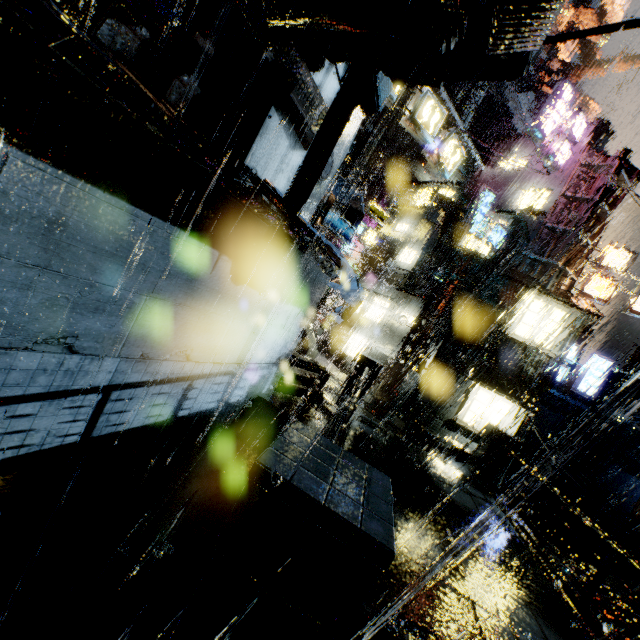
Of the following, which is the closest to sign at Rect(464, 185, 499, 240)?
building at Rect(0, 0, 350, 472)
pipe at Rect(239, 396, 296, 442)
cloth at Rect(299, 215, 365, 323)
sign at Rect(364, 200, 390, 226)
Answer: building at Rect(0, 0, 350, 472)

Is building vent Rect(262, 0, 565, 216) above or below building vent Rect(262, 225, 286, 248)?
above

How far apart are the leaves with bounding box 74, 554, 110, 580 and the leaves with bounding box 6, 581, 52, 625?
0.3 meters

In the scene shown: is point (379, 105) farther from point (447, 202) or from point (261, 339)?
point (447, 202)

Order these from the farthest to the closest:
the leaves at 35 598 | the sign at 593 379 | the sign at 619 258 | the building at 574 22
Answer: the building at 574 22 → the sign at 593 379 → the sign at 619 258 → the leaves at 35 598

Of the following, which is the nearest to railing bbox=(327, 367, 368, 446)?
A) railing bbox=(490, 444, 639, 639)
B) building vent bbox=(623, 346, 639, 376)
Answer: railing bbox=(490, 444, 639, 639)

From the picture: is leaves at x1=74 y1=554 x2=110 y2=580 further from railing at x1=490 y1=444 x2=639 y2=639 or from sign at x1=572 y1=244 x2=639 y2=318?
sign at x1=572 y1=244 x2=639 y2=318

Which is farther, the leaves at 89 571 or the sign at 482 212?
the sign at 482 212
